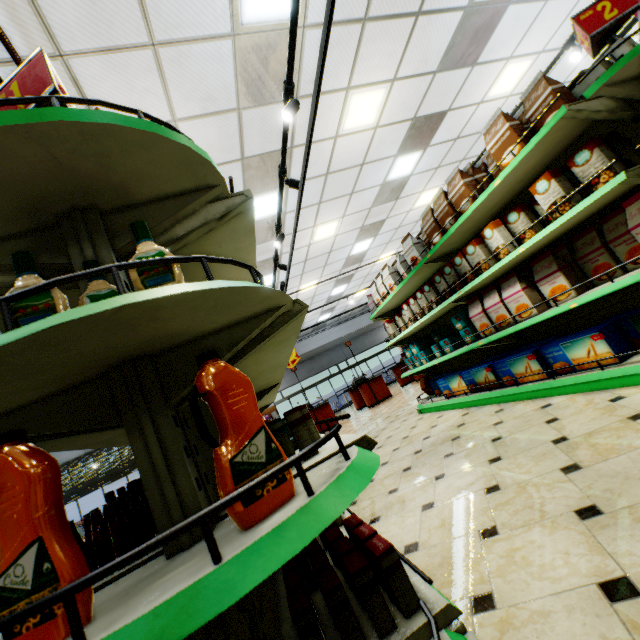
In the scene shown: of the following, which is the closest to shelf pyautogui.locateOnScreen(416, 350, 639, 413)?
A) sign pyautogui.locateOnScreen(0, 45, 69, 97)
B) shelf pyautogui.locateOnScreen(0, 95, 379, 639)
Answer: shelf pyautogui.locateOnScreen(0, 95, 379, 639)

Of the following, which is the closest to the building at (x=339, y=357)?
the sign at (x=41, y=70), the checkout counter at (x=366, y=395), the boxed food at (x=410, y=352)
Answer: the checkout counter at (x=366, y=395)

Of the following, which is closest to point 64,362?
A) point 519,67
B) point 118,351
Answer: point 118,351

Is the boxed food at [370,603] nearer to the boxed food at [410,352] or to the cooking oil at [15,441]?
the cooking oil at [15,441]

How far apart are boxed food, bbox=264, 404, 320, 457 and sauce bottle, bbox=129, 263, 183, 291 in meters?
0.8 m

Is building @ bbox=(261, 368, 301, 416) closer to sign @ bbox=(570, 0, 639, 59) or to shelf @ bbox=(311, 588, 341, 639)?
shelf @ bbox=(311, 588, 341, 639)

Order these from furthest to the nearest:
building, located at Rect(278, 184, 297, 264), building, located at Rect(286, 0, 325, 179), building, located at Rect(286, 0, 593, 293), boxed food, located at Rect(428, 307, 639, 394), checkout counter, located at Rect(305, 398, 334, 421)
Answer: checkout counter, located at Rect(305, 398, 334, 421), building, located at Rect(278, 184, 297, 264), building, located at Rect(286, 0, 593, 293), building, located at Rect(286, 0, 325, 179), boxed food, located at Rect(428, 307, 639, 394)

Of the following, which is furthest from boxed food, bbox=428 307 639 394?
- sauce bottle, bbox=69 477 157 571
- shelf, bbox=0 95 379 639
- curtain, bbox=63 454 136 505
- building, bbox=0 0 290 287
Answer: curtain, bbox=63 454 136 505
